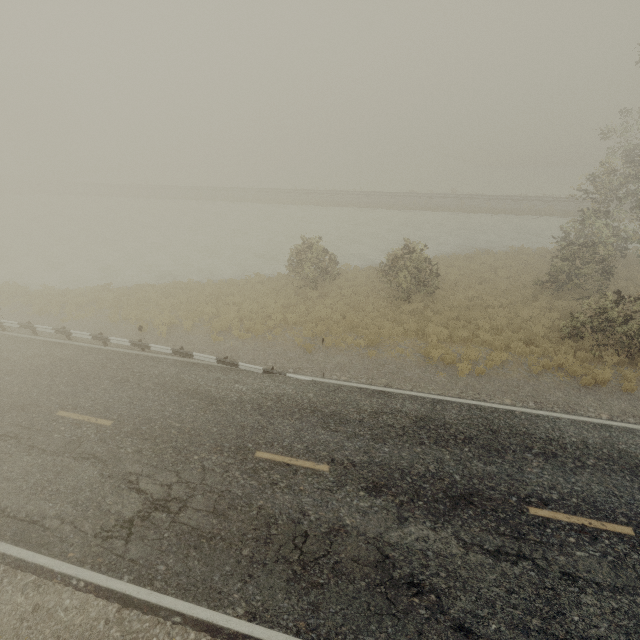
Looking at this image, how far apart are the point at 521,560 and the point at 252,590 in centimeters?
601cm
